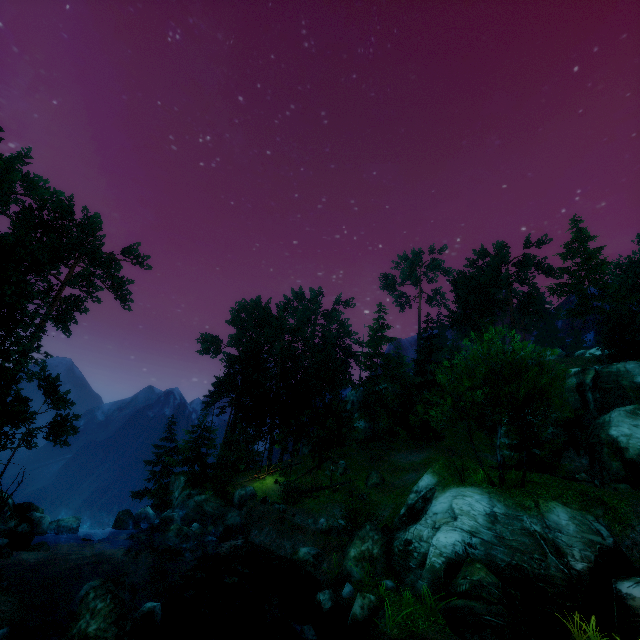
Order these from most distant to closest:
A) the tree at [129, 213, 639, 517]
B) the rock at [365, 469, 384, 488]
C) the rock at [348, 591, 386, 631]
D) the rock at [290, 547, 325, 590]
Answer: the rock at [365, 469, 384, 488] → the tree at [129, 213, 639, 517] → the rock at [290, 547, 325, 590] → the rock at [348, 591, 386, 631]

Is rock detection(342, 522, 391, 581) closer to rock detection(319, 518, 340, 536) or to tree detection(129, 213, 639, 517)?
rock detection(319, 518, 340, 536)

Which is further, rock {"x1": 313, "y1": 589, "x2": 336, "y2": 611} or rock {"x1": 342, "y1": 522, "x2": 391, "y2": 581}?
rock {"x1": 342, "y1": 522, "x2": 391, "y2": 581}

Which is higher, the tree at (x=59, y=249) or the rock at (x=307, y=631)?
the tree at (x=59, y=249)

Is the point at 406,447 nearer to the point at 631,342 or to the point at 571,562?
the point at 571,562

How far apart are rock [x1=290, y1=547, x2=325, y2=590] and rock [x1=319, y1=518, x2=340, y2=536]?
2.6 meters

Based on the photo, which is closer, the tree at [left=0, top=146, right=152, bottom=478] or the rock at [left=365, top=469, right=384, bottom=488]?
the tree at [left=0, top=146, right=152, bottom=478]

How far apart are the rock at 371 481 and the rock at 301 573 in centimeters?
1162cm
